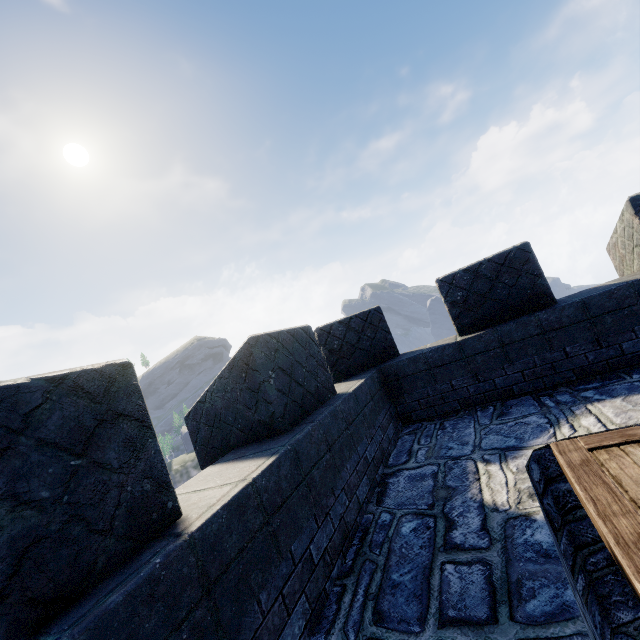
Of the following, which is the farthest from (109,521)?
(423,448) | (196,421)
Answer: (423,448)
